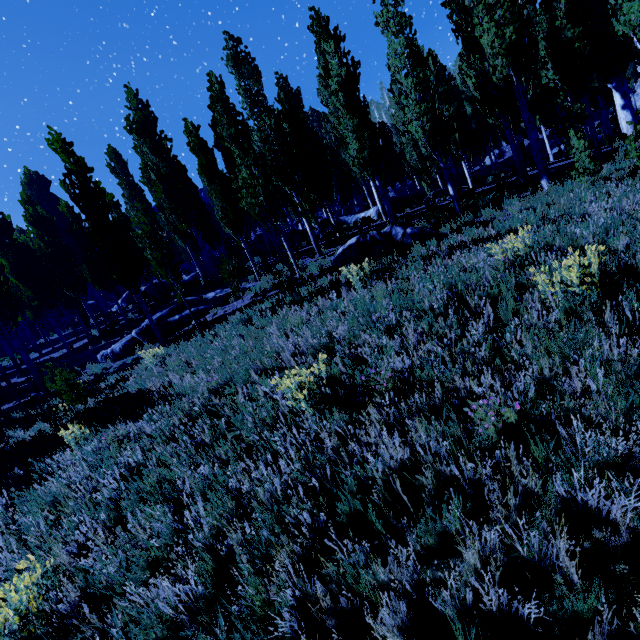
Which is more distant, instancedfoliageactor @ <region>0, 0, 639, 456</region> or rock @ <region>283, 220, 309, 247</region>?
rock @ <region>283, 220, 309, 247</region>

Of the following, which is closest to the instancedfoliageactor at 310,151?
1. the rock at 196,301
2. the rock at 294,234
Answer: the rock at 294,234

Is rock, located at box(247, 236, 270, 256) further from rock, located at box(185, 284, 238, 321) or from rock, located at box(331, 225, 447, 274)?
rock, located at box(185, 284, 238, 321)

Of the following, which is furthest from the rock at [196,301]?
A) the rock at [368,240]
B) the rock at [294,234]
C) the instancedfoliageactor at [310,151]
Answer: the rock at [294,234]

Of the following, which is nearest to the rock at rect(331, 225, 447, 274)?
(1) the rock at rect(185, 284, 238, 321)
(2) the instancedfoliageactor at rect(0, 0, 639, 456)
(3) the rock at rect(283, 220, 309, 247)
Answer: (2) the instancedfoliageactor at rect(0, 0, 639, 456)

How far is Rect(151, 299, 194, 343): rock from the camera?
14.67m

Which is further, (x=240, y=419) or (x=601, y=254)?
(x=601, y=254)
